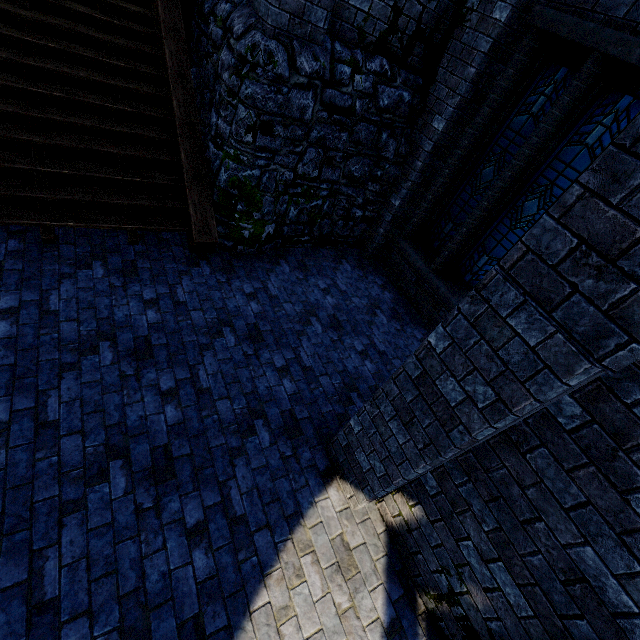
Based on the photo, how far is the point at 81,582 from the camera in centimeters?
257cm

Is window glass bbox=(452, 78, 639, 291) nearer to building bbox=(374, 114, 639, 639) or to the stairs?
building bbox=(374, 114, 639, 639)

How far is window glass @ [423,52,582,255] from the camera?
4.6 meters

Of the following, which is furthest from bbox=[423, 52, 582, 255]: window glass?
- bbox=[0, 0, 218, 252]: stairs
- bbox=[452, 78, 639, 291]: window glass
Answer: bbox=[0, 0, 218, 252]: stairs

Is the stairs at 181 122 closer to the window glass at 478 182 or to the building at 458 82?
the building at 458 82

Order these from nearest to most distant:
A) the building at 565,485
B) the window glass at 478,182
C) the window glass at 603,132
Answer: the building at 565,485 < the window glass at 603,132 < the window glass at 478,182

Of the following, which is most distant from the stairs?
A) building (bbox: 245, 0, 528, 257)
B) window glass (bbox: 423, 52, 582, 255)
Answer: window glass (bbox: 423, 52, 582, 255)
